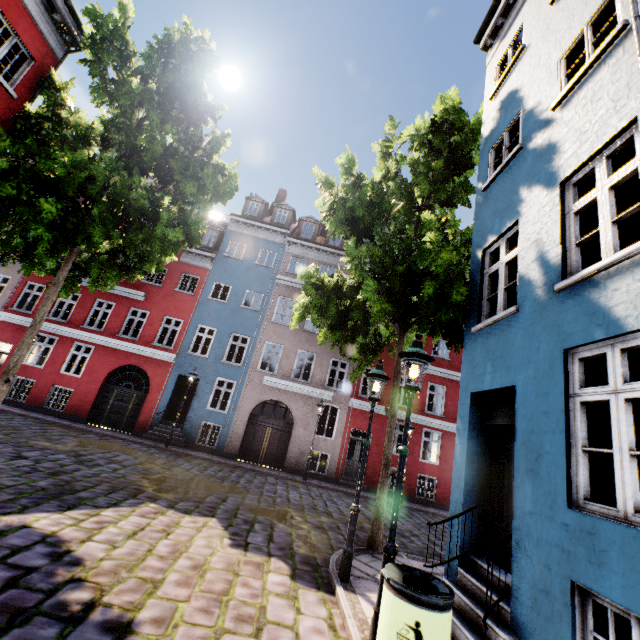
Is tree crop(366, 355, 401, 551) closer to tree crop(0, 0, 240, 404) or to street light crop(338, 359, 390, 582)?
street light crop(338, 359, 390, 582)

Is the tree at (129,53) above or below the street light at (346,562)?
above

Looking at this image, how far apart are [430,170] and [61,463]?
12.9m

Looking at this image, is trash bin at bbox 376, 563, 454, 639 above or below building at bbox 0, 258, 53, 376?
below

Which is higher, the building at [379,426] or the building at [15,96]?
the building at [15,96]

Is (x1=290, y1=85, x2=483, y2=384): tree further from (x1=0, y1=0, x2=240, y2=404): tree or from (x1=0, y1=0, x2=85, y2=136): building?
(x1=0, y1=0, x2=240, y2=404): tree
